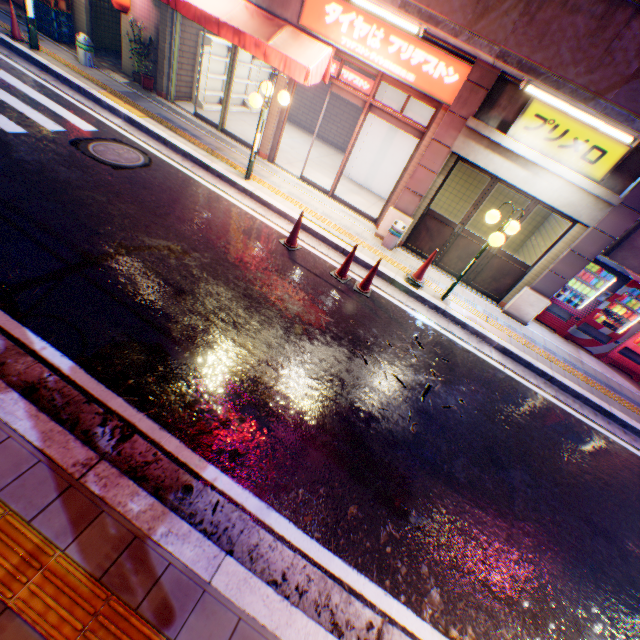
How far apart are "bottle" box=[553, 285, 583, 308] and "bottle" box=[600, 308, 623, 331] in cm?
68

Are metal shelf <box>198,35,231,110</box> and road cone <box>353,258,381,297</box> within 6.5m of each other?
no

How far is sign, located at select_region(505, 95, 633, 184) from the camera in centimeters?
625cm

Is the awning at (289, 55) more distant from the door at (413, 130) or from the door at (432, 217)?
the door at (432, 217)

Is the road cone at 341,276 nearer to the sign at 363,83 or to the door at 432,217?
the door at 432,217

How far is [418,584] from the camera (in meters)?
3.30

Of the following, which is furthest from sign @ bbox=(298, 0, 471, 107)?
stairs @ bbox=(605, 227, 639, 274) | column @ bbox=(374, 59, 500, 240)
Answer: stairs @ bbox=(605, 227, 639, 274)

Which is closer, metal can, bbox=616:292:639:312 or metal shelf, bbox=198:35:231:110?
metal can, bbox=616:292:639:312
